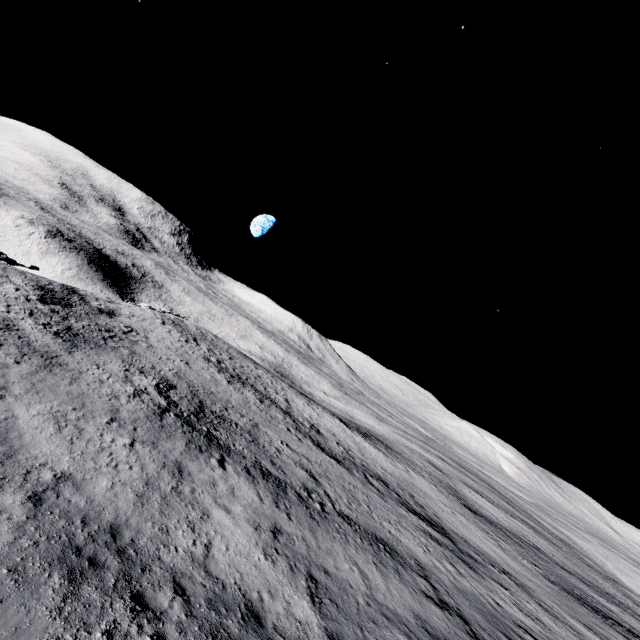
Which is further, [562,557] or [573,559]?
[573,559]
